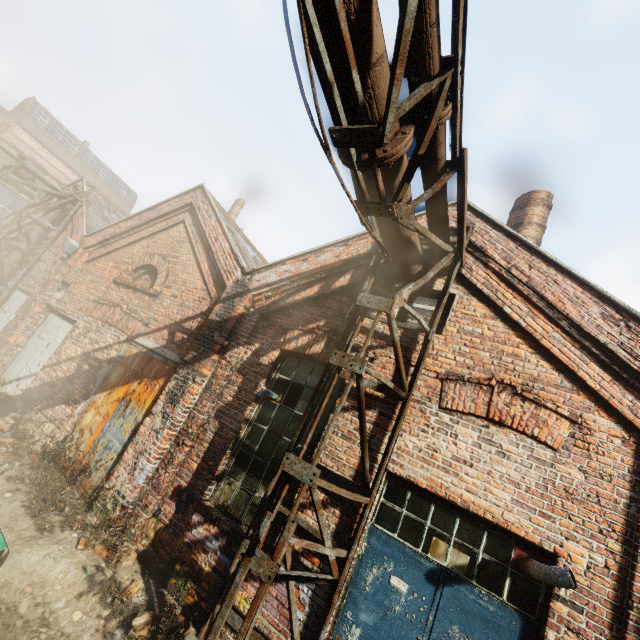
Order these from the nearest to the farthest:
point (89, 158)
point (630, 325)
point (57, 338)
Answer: point (630, 325)
point (57, 338)
point (89, 158)

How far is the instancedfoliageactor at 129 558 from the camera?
4.4 meters

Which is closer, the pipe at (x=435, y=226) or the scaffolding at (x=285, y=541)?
the pipe at (x=435, y=226)

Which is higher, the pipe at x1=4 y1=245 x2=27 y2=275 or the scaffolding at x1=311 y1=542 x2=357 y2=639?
the pipe at x1=4 y1=245 x2=27 y2=275

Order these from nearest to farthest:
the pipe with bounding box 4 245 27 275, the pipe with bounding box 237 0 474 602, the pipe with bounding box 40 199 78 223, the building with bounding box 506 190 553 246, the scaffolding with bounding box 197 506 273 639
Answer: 1. the pipe with bounding box 237 0 474 602
2. the scaffolding with bounding box 197 506 273 639
3. the building with bounding box 506 190 553 246
4. the pipe with bounding box 4 245 27 275
5. the pipe with bounding box 40 199 78 223

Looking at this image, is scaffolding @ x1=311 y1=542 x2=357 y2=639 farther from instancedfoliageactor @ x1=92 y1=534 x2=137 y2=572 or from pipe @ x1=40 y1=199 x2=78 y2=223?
instancedfoliageactor @ x1=92 y1=534 x2=137 y2=572

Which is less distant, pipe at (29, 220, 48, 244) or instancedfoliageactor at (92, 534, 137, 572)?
instancedfoliageactor at (92, 534, 137, 572)

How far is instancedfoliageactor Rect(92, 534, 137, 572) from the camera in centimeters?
444cm
